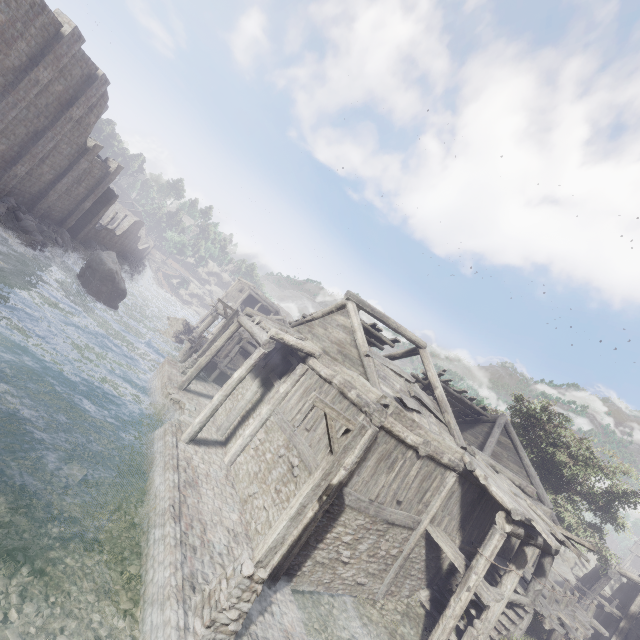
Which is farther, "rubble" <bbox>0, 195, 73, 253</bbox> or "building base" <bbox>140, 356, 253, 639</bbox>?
"rubble" <bbox>0, 195, 73, 253</bbox>

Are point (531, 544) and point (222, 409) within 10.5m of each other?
no

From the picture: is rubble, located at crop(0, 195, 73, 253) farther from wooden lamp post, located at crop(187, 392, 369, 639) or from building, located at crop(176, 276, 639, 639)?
wooden lamp post, located at crop(187, 392, 369, 639)

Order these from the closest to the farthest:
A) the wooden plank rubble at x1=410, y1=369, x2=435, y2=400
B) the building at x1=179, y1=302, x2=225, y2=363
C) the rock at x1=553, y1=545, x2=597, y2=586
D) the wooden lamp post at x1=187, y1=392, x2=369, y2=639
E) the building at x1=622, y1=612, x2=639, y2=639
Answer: the wooden lamp post at x1=187, y1=392, x2=369, y2=639 < the wooden plank rubble at x1=410, y1=369, x2=435, y2=400 < the building at x1=622, y1=612, x2=639, y2=639 < the building at x1=179, y1=302, x2=225, y2=363 < the rock at x1=553, y1=545, x2=597, y2=586

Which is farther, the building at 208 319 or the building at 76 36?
the building at 208 319

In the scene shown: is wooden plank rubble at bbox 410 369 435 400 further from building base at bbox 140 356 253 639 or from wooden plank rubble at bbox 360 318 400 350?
building base at bbox 140 356 253 639

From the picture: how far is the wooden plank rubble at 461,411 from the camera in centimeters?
1864cm

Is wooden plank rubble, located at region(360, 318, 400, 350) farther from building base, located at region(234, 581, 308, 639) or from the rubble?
the rubble
